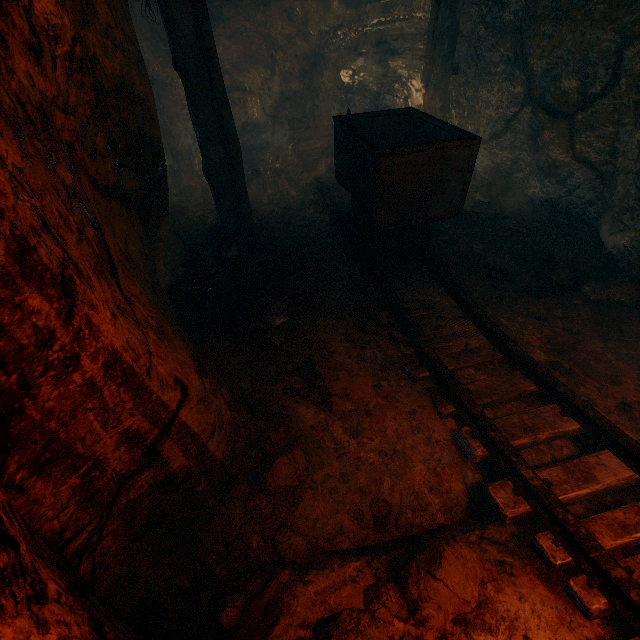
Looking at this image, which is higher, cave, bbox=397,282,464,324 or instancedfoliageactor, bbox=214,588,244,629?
instancedfoliageactor, bbox=214,588,244,629

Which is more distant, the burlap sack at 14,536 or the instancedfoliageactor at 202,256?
the instancedfoliageactor at 202,256

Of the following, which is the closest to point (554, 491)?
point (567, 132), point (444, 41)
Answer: point (567, 132)

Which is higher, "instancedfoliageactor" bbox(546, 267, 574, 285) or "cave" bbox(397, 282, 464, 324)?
"instancedfoliageactor" bbox(546, 267, 574, 285)

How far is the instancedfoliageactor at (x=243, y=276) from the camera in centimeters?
382cm

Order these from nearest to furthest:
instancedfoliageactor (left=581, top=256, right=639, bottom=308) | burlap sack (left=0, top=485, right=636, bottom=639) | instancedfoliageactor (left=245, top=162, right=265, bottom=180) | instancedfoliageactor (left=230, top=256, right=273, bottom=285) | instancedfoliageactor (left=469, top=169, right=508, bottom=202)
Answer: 1. burlap sack (left=0, top=485, right=636, bottom=639)
2. instancedfoliageactor (left=581, top=256, right=639, bottom=308)
3. instancedfoliageactor (left=230, top=256, right=273, bottom=285)
4. instancedfoliageactor (left=469, top=169, right=508, bottom=202)
5. instancedfoliageactor (left=245, top=162, right=265, bottom=180)

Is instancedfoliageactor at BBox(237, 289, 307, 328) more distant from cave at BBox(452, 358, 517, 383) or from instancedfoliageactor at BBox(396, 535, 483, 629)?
instancedfoliageactor at BBox(396, 535, 483, 629)

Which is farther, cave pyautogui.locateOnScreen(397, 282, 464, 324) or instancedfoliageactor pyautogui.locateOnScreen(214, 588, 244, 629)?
cave pyautogui.locateOnScreen(397, 282, 464, 324)
